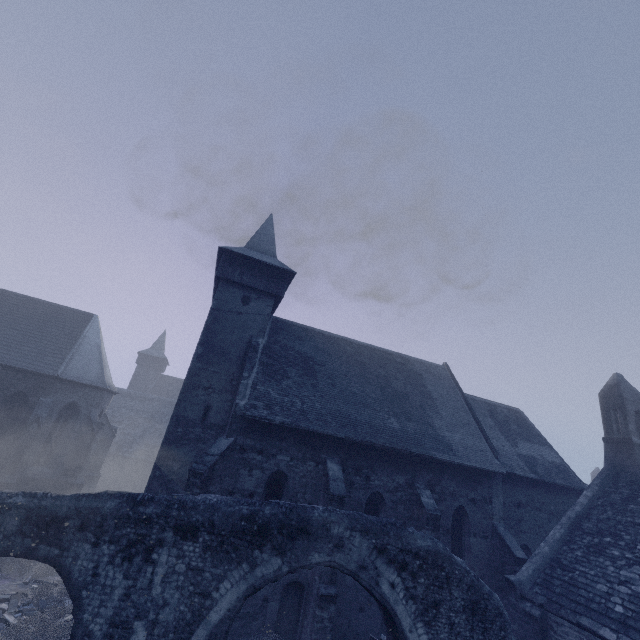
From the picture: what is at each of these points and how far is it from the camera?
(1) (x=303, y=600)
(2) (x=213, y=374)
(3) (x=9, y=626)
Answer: (1) building, 11.5 meters
(2) building, 15.4 meters
(3) instancedfoliageactor, 9.2 meters

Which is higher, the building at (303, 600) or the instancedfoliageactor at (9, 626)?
the building at (303, 600)

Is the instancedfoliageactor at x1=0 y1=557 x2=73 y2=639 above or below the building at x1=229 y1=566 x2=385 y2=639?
below

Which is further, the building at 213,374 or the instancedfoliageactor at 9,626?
the building at 213,374

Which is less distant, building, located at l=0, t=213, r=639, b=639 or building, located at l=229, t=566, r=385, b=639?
building, located at l=229, t=566, r=385, b=639

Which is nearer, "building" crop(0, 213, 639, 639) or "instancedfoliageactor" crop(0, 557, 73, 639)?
"instancedfoliageactor" crop(0, 557, 73, 639)
